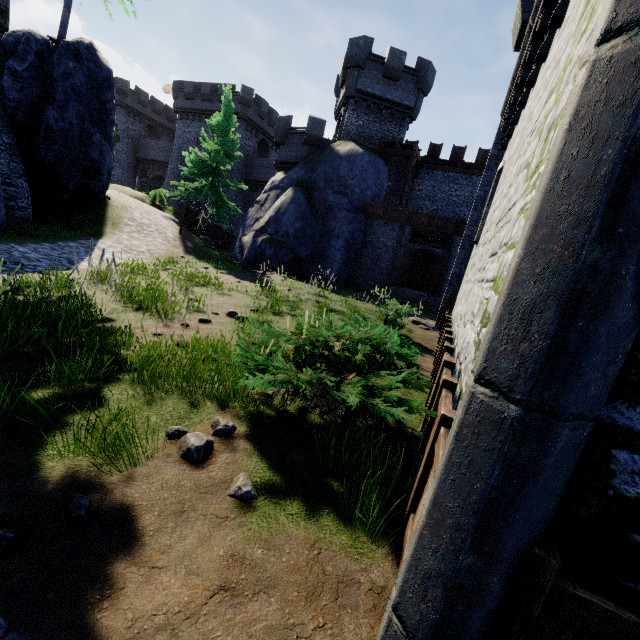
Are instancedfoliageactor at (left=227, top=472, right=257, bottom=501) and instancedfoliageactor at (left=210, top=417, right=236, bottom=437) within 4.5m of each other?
yes

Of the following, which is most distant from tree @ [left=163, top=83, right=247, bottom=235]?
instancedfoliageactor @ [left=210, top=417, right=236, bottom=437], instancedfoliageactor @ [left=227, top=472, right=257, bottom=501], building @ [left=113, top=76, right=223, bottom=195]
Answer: instancedfoliageactor @ [left=227, top=472, right=257, bottom=501]

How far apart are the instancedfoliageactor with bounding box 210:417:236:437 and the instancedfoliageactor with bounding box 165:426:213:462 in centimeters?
7cm

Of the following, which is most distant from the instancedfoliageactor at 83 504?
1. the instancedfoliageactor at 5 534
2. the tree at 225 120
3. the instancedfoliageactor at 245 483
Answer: the tree at 225 120

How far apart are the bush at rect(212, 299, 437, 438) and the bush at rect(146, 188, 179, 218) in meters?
26.9 m

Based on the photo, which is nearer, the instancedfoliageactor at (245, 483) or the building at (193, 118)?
the instancedfoliageactor at (245, 483)

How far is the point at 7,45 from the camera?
13.1m

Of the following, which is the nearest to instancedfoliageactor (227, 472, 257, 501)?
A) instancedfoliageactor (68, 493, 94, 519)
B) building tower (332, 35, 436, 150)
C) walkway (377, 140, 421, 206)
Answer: instancedfoliageactor (68, 493, 94, 519)
